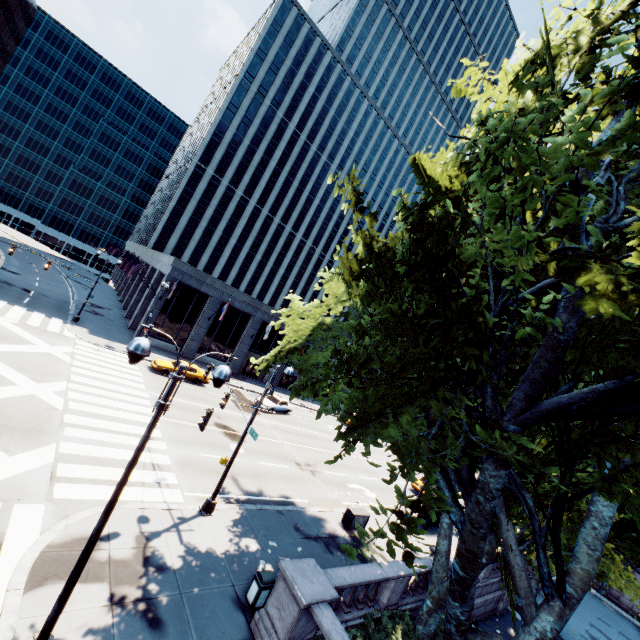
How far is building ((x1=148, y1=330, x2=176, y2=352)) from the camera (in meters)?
35.50

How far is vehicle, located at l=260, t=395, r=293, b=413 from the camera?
32.0m

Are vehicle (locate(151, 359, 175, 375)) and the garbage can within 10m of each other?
no

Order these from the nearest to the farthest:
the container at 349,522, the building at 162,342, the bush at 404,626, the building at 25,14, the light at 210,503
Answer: the bush at 404,626
the light at 210,503
the container at 349,522
the building at 162,342
the building at 25,14

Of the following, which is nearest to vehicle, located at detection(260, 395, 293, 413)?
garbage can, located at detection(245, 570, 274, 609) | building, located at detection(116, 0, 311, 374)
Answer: building, located at detection(116, 0, 311, 374)

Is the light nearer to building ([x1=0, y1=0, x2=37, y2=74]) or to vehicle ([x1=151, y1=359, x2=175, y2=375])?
vehicle ([x1=151, y1=359, x2=175, y2=375])

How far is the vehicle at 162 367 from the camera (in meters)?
27.91

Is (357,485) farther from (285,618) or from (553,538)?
(553,538)
